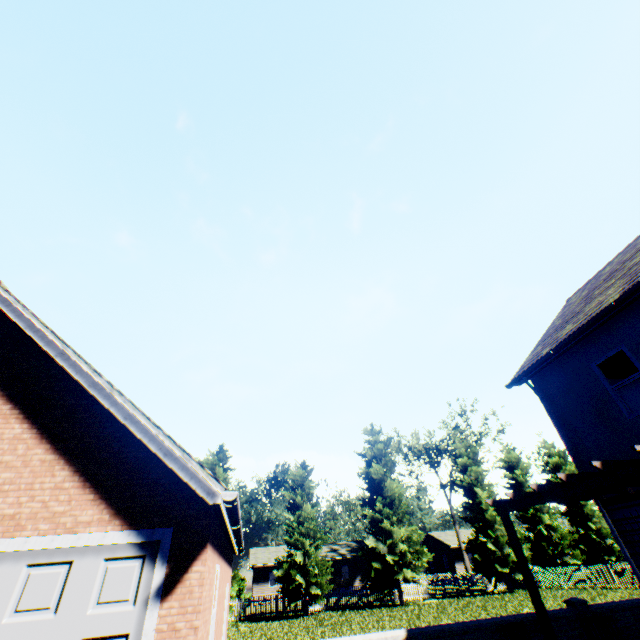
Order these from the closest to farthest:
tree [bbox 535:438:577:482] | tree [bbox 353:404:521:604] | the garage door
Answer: the garage door, tree [bbox 353:404:521:604], tree [bbox 535:438:577:482]

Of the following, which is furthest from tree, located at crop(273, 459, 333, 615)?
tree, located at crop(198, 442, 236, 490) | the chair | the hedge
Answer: the chair

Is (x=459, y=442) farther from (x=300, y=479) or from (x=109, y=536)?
(x=109, y=536)

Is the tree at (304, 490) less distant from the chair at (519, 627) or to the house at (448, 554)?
the house at (448, 554)

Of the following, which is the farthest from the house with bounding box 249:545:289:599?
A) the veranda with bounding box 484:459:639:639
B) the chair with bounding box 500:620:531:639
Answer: the chair with bounding box 500:620:531:639

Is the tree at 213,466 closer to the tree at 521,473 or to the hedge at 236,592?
the tree at 521,473

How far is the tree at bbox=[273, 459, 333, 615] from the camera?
23.4 meters

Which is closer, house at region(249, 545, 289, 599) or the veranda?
the veranda
